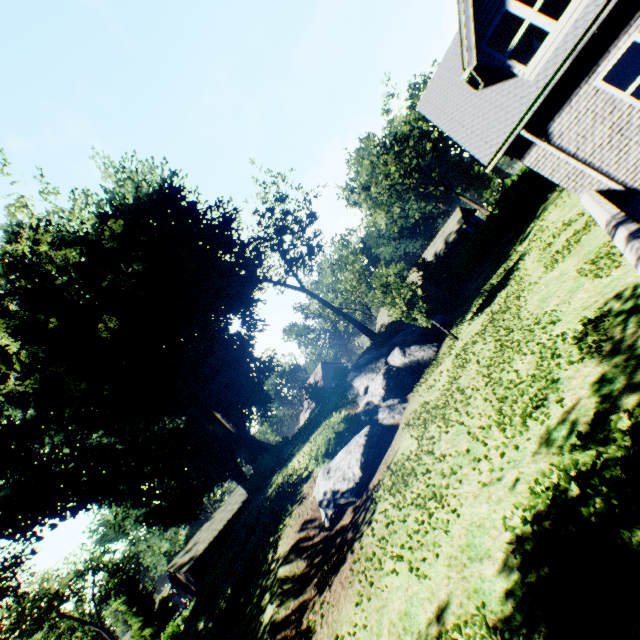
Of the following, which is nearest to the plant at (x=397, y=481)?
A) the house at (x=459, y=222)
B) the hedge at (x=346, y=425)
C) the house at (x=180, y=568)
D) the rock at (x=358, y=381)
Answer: the rock at (x=358, y=381)

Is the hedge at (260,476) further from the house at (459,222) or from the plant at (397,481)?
the house at (459,222)

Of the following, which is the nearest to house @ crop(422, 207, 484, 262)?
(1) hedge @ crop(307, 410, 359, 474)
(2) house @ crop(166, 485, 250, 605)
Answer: (2) house @ crop(166, 485, 250, 605)

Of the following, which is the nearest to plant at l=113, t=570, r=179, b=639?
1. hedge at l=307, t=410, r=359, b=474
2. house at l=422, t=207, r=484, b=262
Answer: hedge at l=307, t=410, r=359, b=474

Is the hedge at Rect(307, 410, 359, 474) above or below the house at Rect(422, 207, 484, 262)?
below

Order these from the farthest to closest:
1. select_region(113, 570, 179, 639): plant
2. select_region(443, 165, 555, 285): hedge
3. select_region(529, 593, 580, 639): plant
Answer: select_region(113, 570, 179, 639): plant
select_region(443, 165, 555, 285): hedge
select_region(529, 593, 580, 639): plant

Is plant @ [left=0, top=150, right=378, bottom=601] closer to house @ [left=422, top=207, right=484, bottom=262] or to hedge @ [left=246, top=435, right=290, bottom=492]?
hedge @ [left=246, top=435, right=290, bottom=492]

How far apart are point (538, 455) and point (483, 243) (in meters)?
29.83
